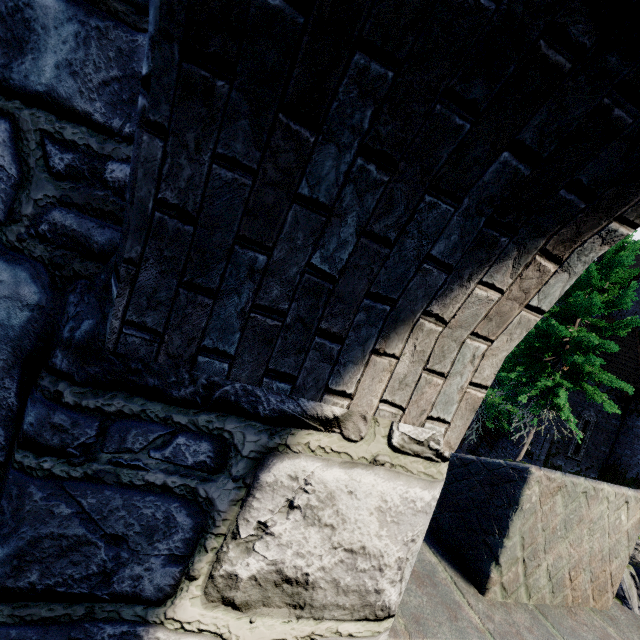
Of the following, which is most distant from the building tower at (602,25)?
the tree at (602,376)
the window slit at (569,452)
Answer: the window slit at (569,452)

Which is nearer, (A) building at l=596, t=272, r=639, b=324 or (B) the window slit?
(B) the window slit

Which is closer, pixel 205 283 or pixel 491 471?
pixel 205 283

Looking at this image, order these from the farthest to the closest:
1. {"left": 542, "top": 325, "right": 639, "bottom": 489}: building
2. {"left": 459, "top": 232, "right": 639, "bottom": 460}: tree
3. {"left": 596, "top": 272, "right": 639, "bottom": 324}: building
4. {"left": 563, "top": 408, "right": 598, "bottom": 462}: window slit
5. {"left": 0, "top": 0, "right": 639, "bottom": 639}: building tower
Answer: {"left": 596, "top": 272, "right": 639, "bottom": 324}: building, {"left": 563, "top": 408, "right": 598, "bottom": 462}: window slit, {"left": 542, "top": 325, "right": 639, "bottom": 489}: building, {"left": 459, "top": 232, "right": 639, "bottom": 460}: tree, {"left": 0, "top": 0, "right": 639, "bottom": 639}: building tower

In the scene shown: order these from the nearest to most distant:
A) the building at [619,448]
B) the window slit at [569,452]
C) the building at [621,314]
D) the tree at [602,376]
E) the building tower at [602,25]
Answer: the building tower at [602,25]
the tree at [602,376]
the building at [619,448]
the window slit at [569,452]
the building at [621,314]

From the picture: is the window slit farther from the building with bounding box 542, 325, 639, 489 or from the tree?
the tree

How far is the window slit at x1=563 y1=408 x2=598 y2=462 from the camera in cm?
1675
